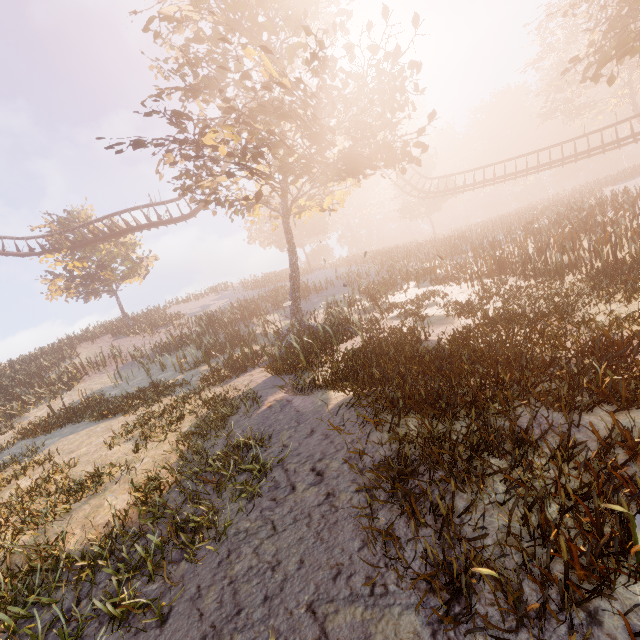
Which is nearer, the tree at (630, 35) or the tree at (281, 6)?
the tree at (281, 6)

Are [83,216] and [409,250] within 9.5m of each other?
no

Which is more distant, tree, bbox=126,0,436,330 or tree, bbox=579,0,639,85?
tree, bbox=579,0,639,85
